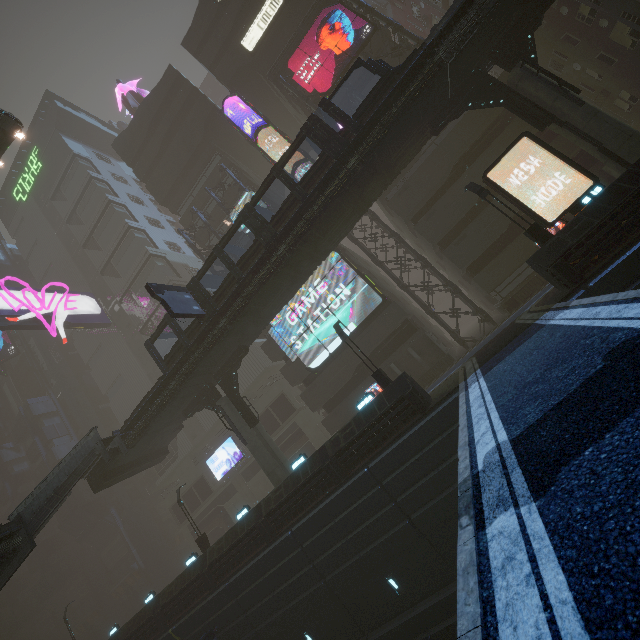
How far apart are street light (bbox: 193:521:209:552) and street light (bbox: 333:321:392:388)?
17.7m

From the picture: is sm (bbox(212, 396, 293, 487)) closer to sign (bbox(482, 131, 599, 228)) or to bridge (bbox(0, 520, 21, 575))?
bridge (bbox(0, 520, 21, 575))

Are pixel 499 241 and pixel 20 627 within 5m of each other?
no

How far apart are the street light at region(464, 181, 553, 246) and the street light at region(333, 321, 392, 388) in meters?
9.7

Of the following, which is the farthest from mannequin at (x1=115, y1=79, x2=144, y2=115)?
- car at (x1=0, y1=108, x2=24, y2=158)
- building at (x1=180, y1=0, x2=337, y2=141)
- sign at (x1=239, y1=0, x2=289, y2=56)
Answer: car at (x1=0, y1=108, x2=24, y2=158)

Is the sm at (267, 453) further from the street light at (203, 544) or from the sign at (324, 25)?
the sign at (324, 25)

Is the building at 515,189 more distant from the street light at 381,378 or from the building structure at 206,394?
the street light at 381,378

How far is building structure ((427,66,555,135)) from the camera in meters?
16.0
